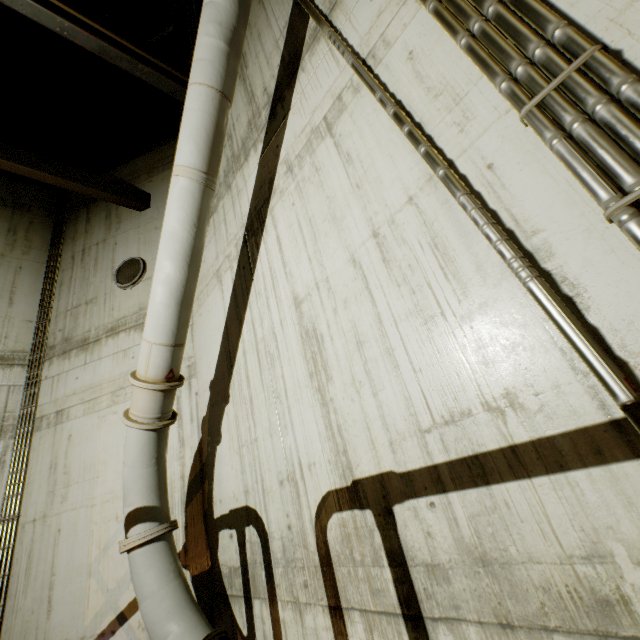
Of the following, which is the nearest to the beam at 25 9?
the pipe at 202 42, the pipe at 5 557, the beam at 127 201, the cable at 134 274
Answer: the pipe at 202 42

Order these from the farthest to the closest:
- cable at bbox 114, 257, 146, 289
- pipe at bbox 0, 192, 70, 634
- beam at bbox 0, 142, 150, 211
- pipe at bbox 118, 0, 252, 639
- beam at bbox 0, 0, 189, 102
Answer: cable at bbox 114, 257, 146, 289, beam at bbox 0, 142, 150, 211, pipe at bbox 0, 192, 70, 634, beam at bbox 0, 0, 189, 102, pipe at bbox 118, 0, 252, 639

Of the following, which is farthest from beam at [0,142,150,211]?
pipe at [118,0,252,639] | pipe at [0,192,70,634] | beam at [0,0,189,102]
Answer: pipe at [0,192,70,634]

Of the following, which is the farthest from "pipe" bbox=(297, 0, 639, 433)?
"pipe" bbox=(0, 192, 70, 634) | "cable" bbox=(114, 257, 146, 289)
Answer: "cable" bbox=(114, 257, 146, 289)

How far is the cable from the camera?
7.2 meters

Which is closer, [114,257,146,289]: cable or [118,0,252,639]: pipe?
[118,0,252,639]: pipe

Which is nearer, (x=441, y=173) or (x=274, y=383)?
(x=441, y=173)

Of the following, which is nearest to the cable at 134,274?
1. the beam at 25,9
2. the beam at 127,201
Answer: the beam at 127,201
